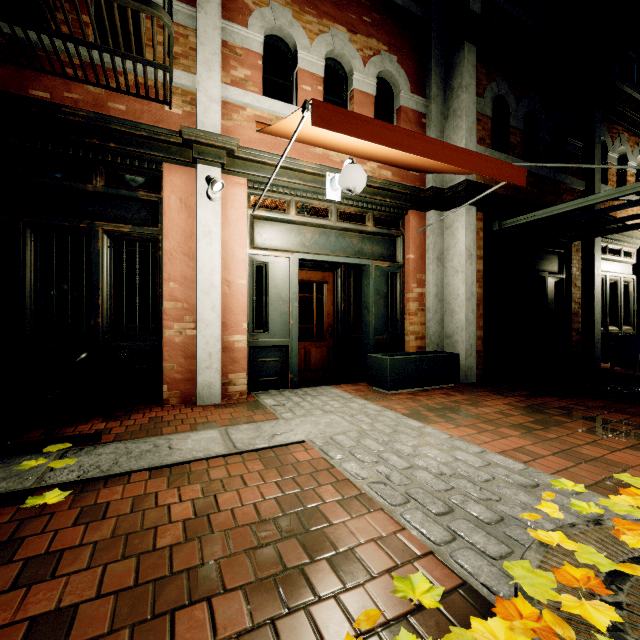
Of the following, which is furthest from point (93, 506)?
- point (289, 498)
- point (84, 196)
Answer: point (84, 196)

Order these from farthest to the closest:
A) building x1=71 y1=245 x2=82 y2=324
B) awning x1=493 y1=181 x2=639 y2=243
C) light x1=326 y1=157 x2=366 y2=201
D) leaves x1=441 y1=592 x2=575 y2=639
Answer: awning x1=493 y1=181 x2=639 y2=243
building x1=71 y1=245 x2=82 y2=324
light x1=326 y1=157 x2=366 y2=201
leaves x1=441 y1=592 x2=575 y2=639

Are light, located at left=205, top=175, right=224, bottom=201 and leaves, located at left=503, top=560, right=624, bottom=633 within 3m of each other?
no

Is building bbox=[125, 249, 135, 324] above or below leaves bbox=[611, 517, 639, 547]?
above

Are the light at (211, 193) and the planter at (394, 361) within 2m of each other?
no

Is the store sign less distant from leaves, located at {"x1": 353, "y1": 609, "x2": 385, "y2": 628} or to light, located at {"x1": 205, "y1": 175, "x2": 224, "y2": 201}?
leaves, located at {"x1": 353, "y1": 609, "x2": 385, "y2": 628}

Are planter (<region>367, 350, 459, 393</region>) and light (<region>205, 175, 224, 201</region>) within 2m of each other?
no

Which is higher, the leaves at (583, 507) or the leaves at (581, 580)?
the leaves at (583, 507)
